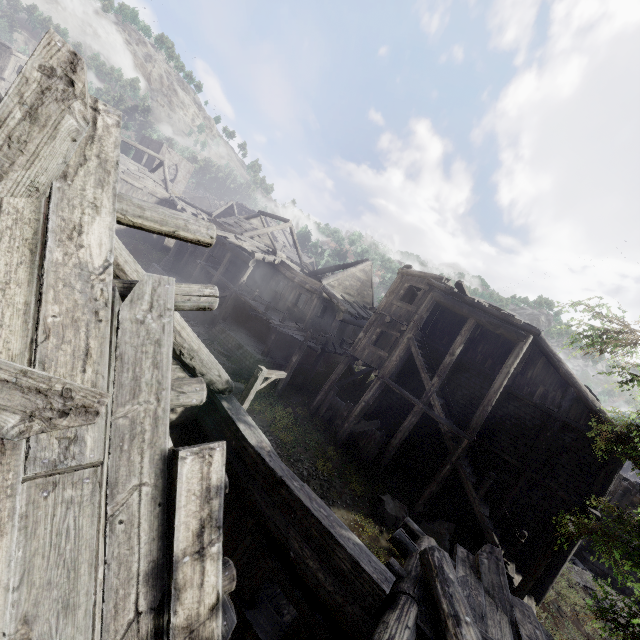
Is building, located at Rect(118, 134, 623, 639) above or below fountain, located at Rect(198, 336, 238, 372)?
above

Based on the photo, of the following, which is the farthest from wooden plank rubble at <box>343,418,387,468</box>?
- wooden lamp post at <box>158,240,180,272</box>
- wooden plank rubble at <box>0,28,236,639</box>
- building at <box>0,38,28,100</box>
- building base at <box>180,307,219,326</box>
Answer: wooden lamp post at <box>158,240,180,272</box>

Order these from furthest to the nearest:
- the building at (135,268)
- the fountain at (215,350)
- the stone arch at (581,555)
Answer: the stone arch at (581,555), the fountain at (215,350), the building at (135,268)

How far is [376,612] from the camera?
4.0m

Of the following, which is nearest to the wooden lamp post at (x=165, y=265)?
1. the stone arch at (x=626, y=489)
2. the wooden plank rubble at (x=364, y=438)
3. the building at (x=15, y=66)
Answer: the building at (x=15, y=66)

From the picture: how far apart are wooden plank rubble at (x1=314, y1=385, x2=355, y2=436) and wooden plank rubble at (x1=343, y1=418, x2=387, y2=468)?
0.44m

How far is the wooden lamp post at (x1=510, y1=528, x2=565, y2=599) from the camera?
10.8 meters

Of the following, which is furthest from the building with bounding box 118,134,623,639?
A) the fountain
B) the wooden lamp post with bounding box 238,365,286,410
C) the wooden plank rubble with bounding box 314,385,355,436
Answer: the fountain
